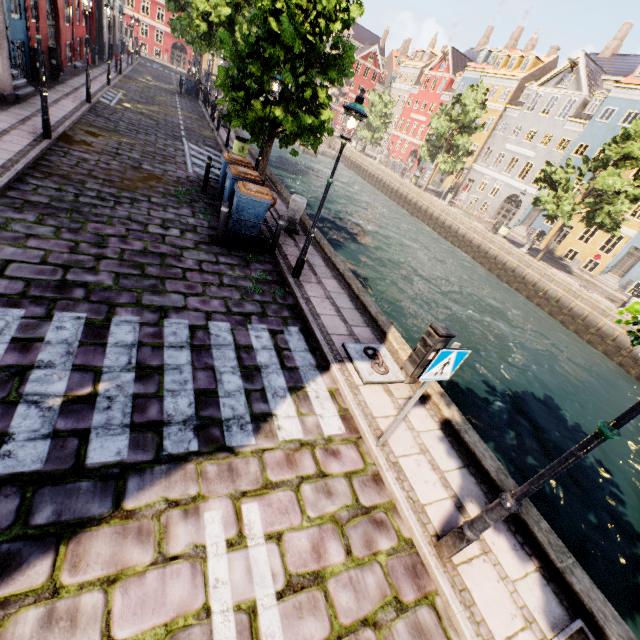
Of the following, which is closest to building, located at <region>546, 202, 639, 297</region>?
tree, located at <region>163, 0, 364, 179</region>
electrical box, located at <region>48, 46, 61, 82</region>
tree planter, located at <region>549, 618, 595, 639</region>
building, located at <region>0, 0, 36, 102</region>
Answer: tree, located at <region>163, 0, 364, 179</region>

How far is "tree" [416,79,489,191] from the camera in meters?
29.5

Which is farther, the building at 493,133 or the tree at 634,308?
the building at 493,133

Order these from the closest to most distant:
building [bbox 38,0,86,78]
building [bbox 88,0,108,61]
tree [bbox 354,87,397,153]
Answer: building [bbox 38,0,86,78], building [bbox 88,0,108,61], tree [bbox 354,87,397,153]

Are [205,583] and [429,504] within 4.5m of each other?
yes

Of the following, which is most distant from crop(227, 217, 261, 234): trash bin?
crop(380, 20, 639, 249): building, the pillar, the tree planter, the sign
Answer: crop(380, 20, 639, 249): building

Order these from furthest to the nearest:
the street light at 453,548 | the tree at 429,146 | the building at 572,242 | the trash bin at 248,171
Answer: the tree at 429,146 → the building at 572,242 → the trash bin at 248,171 → the street light at 453,548

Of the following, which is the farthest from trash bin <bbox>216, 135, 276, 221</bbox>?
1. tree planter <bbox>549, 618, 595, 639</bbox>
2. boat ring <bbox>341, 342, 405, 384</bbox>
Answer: tree planter <bbox>549, 618, 595, 639</bbox>
